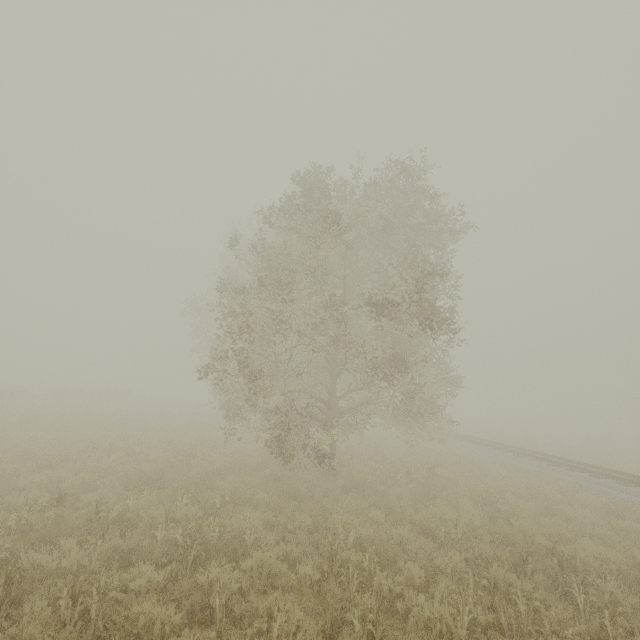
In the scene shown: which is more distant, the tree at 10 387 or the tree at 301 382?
the tree at 10 387

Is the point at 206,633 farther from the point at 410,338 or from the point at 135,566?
the point at 410,338

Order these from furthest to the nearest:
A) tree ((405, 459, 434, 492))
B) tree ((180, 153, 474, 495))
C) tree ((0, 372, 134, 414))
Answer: tree ((0, 372, 134, 414)) → tree ((405, 459, 434, 492)) → tree ((180, 153, 474, 495))

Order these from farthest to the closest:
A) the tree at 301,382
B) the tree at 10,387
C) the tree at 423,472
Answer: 1. the tree at 10,387
2. the tree at 423,472
3. the tree at 301,382

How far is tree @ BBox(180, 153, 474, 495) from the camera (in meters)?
9.81

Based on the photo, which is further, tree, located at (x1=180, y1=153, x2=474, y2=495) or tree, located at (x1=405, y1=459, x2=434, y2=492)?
tree, located at (x1=405, y1=459, x2=434, y2=492)

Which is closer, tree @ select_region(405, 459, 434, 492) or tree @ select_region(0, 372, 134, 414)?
tree @ select_region(405, 459, 434, 492)
